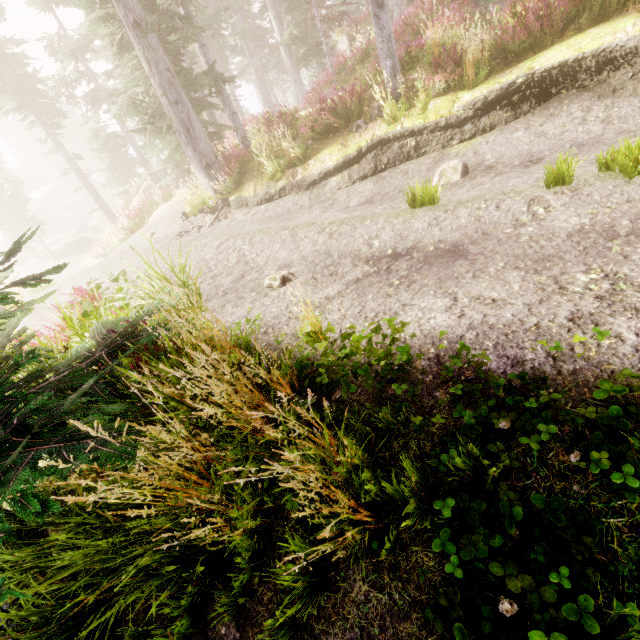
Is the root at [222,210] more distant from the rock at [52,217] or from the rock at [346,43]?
the rock at [52,217]

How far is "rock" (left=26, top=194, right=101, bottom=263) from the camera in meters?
35.7

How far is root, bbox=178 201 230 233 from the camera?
10.40m

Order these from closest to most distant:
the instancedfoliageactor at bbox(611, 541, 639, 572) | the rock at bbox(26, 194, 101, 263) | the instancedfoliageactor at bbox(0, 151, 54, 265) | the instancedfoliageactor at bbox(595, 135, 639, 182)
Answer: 1. the instancedfoliageactor at bbox(611, 541, 639, 572)
2. the instancedfoliageactor at bbox(0, 151, 54, 265)
3. the instancedfoliageactor at bbox(595, 135, 639, 182)
4. the rock at bbox(26, 194, 101, 263)

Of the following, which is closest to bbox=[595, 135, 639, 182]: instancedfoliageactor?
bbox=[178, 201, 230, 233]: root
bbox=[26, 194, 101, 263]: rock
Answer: bbox=[26, 194, 101, 263]: rock

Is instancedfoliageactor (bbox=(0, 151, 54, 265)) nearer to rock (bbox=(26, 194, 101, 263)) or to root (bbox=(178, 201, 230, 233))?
rock (bbox=(26, 194, 101, 263))

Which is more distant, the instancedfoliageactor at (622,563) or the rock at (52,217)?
the rock at (52,217)

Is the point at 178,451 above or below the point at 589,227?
above
